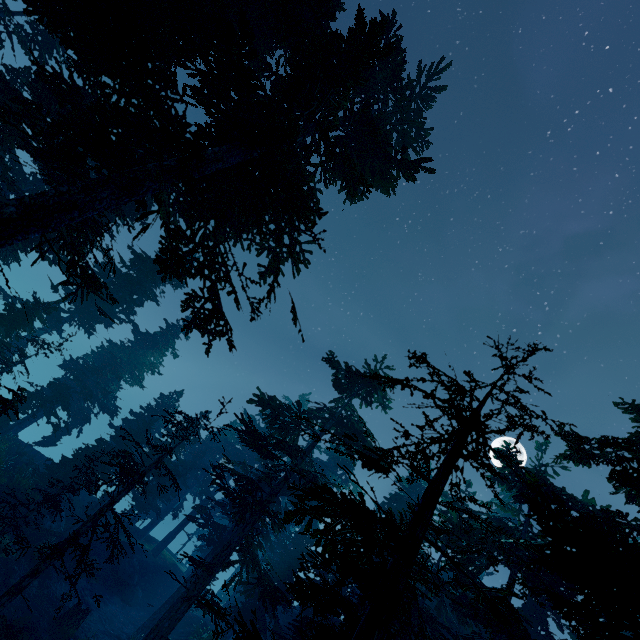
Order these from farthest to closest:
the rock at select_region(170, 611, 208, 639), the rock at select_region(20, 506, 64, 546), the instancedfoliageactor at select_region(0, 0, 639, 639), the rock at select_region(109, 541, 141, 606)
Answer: the rock at select_region(109, 541, 141, 606), the rock at select_region(170, 611, 208, 639), the rock at select_region(20, 506, 64, 546), the instancedfoliageactor at select_region(0, 0, 639, 639)

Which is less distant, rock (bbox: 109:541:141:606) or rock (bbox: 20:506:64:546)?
rock (bbox: 20:506:64:546)

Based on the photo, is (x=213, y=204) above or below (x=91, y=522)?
above

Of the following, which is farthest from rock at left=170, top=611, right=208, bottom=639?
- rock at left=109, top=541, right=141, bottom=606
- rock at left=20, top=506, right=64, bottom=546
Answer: rock at left=20, top=506, right=64, bottom=546

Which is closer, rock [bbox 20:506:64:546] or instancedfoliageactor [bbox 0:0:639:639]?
instancedfoliageactor [bbox 0:0:639:639]

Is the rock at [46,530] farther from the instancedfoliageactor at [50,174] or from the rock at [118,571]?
the rock at [118,571]

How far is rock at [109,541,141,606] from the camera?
25.38m

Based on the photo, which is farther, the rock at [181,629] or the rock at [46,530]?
the rock at [181,629]
